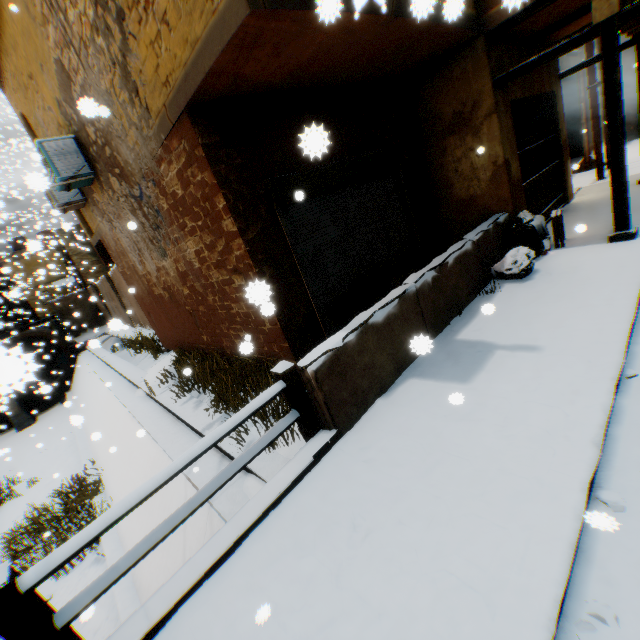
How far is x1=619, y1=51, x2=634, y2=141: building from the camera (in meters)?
14.30

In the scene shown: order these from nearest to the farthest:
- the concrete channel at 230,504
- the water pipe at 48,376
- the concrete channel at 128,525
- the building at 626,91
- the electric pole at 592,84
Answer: the water pipe at 48,376
the concrete channel at 230,504
the concrete channel at 128,525
the electric pole at 592,84
the building at 626,91

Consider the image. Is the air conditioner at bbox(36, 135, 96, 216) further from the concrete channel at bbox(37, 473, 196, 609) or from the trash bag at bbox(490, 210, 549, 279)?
the trash bag at bbox(490, 210, 549, 279)

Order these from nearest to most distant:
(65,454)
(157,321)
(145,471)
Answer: (145,471)
(157,321)
(65,454)

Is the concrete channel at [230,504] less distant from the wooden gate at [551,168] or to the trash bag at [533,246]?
the trash bag at [533,246]

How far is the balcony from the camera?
11.46m

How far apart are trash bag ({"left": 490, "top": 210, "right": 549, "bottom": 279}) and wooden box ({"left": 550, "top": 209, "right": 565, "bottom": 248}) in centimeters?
8cm

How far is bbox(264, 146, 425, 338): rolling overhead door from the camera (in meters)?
4.93
